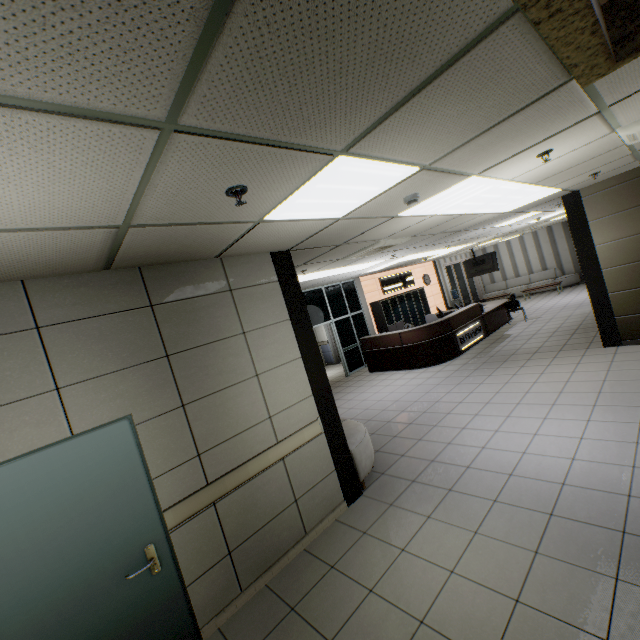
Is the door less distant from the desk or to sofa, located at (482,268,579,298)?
the desk

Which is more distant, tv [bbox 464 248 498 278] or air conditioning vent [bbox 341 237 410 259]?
tv [bbox 464 248 498 278]

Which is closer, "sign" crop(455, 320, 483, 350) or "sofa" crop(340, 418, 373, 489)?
"sofa" crop(340, 418, 373, 489)

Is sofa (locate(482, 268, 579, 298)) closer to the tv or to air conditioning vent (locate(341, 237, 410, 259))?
the tv

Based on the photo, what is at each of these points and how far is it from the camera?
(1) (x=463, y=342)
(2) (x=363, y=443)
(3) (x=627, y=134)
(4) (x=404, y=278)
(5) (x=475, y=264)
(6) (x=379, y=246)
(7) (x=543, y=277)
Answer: (1) sign, 9.69m
(2) sofa, 4.39m
(3) air conditioning vent, 3.23m
(4) sign, 14.23m
(5) tv, 14.45m
(6) air conditioning vent, 5.66m
(7) sofa, 17.14m

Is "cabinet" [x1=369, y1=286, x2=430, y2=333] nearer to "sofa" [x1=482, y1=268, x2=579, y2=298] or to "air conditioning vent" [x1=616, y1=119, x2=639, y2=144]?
"sofa" [x1=482, y1=268, x2=579, y2=298]

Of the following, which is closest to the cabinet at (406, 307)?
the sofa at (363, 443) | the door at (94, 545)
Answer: the sofa at (363, 443)

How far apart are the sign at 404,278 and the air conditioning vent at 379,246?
6.57m
